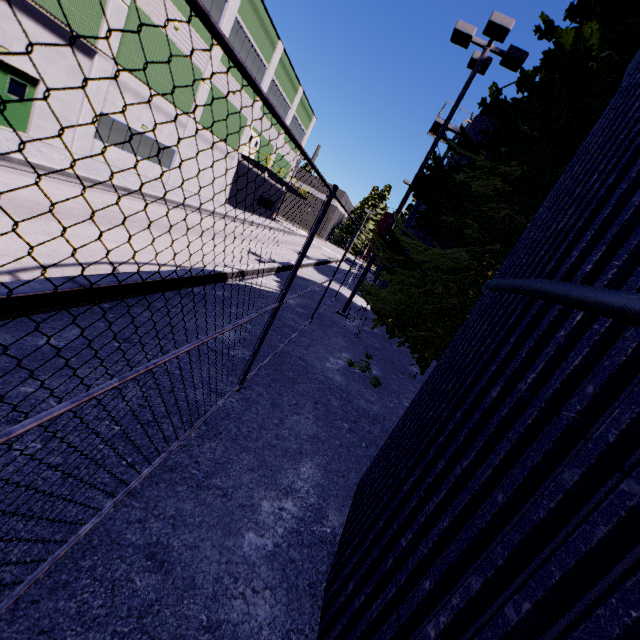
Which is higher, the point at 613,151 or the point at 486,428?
the point at 613,151

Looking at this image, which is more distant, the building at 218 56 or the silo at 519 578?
the building at 218 56

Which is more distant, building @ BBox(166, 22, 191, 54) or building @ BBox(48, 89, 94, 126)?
building @ BBox(166, 22, 191, 54)

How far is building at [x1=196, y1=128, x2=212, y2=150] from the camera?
25.4 meters

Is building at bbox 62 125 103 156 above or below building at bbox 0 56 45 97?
below

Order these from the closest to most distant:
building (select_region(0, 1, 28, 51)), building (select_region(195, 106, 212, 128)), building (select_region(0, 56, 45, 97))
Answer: building (select_region(0, 1, 28, 51)), building (select_region(0, 56, 45, 97)), building (select_region(195, 106, 212, 128))

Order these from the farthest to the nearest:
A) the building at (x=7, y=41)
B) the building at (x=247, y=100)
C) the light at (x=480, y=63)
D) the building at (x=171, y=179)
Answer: the building at (x=247, y=100), the building at (x=171, y=179), the building at (x=7, y=41), the light at (x=480, y=63)
